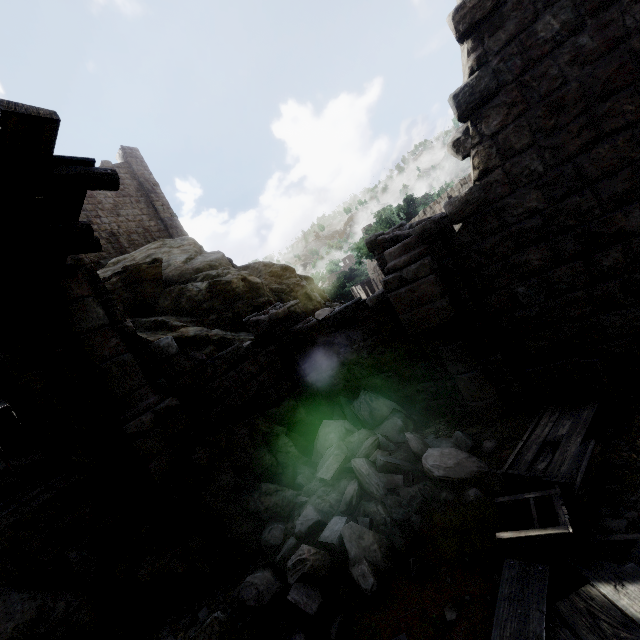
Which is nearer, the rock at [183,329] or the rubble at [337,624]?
the rubble at [337,624]

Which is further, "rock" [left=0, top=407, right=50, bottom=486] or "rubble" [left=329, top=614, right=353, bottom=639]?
"rock" [left=0, top=407, right=50, bottom=486]

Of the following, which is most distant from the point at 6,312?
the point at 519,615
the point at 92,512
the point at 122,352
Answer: the point at 519,615

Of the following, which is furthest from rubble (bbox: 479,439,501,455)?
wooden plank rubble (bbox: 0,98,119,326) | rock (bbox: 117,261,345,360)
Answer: wooden plank rubble (bbox: 0,98,119,326)

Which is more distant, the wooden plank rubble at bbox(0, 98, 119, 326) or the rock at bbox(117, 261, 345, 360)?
the rock at bbox(117, 261, 345, 360)

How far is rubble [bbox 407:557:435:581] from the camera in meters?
3.7

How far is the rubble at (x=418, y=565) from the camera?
3.70m

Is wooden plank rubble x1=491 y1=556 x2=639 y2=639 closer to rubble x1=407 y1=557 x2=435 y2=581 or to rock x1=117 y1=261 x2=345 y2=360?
rubble x1=407 y1=557 x2=435 y2=581
